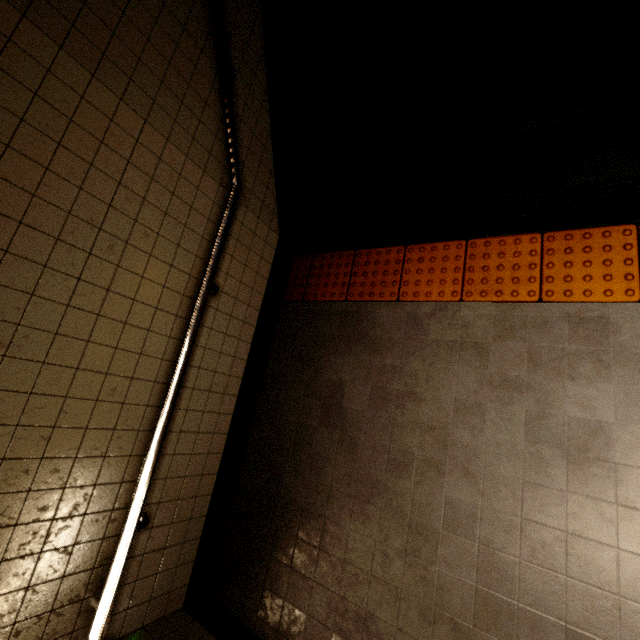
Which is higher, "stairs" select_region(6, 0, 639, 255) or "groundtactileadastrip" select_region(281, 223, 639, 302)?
"stairs" select_region(6, 0, 639, 255)

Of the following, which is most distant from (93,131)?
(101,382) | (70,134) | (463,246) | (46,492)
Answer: (463,246)

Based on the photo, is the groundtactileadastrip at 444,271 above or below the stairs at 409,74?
below
